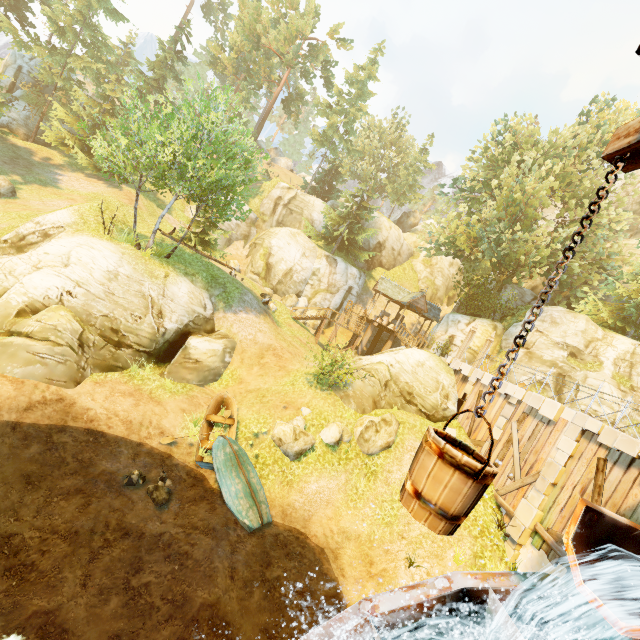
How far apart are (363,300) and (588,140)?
23.18m

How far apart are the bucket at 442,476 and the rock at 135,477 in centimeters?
1159cm

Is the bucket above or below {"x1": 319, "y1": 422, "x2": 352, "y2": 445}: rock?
above

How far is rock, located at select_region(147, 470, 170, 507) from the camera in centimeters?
1052cm

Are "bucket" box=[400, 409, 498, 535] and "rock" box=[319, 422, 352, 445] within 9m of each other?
no

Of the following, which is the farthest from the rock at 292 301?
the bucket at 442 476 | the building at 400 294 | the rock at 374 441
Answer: the bucket at 442 476

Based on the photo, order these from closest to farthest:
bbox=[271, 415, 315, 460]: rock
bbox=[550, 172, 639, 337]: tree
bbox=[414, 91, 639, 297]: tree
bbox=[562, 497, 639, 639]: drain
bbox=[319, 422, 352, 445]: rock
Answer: bbox=[562, 497, 639, 639]: drain
bbox=[271, 415, 315, 460]: rock
bbox=[319, 422, 352, 445]: rock
bbox=[550, 172, 639, 337]: tree
bbox=[414, 91, 639, 297]: tree

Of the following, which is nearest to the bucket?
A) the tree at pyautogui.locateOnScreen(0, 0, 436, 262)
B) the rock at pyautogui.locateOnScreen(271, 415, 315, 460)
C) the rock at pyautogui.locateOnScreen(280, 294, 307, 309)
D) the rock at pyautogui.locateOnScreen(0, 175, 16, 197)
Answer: the rock at pyautogui.locateOnScreen(271, 415, 315, 460)
